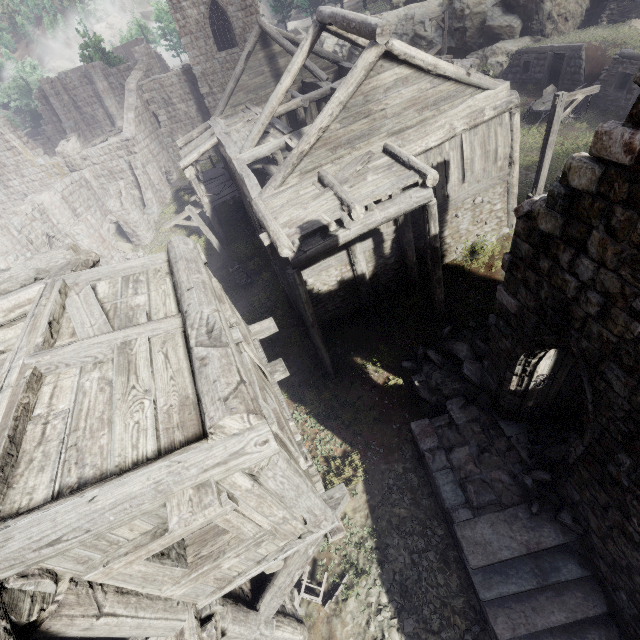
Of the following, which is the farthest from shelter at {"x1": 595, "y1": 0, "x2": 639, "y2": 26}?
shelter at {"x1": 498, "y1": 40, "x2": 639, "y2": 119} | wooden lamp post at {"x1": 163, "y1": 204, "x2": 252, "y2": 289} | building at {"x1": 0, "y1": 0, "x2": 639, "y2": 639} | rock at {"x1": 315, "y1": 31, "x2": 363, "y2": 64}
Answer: wooden lamp post at {"x1": 163, "y1": 204, "x2": 252, "y2": 289}

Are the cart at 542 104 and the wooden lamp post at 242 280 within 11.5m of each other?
no

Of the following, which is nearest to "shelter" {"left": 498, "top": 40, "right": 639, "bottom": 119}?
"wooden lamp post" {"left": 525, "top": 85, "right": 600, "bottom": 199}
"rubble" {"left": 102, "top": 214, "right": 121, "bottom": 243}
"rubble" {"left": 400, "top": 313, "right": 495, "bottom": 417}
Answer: "wooden lamp post" {"left": 525, "top": 85, "right": 600, "bottom": 199}

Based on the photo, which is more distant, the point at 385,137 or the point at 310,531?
the point at 385,137

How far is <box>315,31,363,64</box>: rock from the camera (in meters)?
36.72

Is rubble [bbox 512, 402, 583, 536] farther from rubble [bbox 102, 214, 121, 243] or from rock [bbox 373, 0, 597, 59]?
rock [bbox 373, 0, 597, 59]

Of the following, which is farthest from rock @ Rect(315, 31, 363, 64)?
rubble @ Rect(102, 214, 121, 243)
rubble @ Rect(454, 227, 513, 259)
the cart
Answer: rubble @ Rect(454, 227, 513, 259)

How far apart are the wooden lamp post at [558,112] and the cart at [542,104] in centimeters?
893cm
